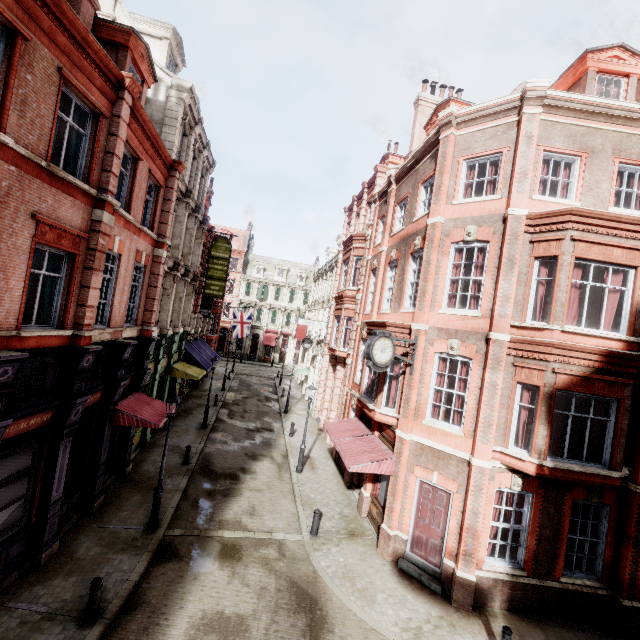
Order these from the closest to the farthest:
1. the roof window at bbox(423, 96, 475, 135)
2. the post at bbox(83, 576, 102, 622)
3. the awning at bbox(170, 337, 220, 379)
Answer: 1. the post at bbox(83, 576, 102, 622)
2. the roof window at bbox(423, 96, 475, 135)
3. the awning at bbox(170, 337, 220, 379)

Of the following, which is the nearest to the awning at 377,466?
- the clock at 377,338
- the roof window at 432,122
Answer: the clock at 377,338

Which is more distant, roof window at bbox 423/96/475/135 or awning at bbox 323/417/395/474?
roof window at bbox 423/96/475/135

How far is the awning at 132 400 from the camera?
11.95m

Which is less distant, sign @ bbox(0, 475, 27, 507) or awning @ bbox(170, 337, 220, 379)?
sign @ bbox(0, 475, 27, 507)

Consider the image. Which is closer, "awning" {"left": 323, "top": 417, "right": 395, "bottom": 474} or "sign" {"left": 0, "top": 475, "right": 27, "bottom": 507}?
"sign" {"left": 0, "top": 475, "right": 27, "bottom": 507}

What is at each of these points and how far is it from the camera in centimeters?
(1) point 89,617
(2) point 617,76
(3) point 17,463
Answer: (1) post, 770cm
(2) roof window, 1226cm
(3) sign, 823cm

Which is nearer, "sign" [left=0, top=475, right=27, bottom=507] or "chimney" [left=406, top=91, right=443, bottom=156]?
"sign" [left=0, top=475, right=27, bottom=507]
